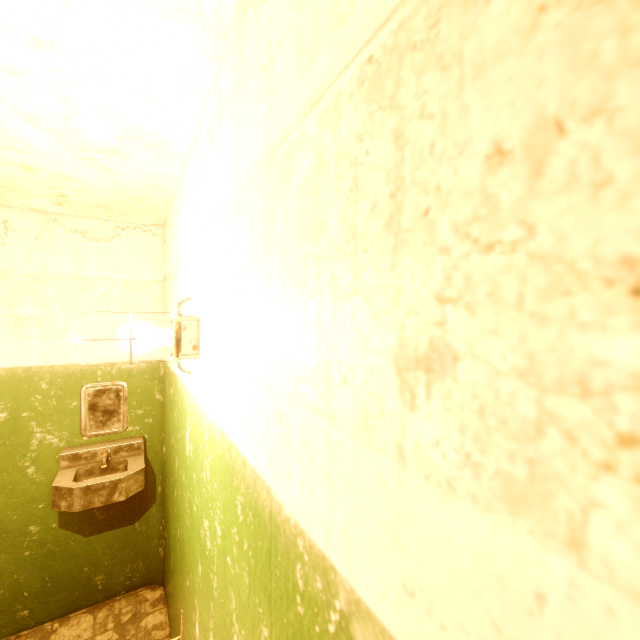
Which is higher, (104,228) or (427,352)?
(104,228)

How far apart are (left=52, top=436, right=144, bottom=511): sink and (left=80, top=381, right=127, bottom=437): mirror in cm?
12

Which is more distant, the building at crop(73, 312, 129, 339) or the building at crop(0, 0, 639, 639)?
the building at crop(73, 312, 129, 339)

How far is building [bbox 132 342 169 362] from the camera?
2.5 meters

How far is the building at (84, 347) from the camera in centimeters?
233cm

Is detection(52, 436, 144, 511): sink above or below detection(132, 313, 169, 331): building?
below

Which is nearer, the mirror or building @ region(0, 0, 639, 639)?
building @ region(0, 0, 639, 639)

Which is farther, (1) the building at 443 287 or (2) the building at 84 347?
(2) the building at 84 347
